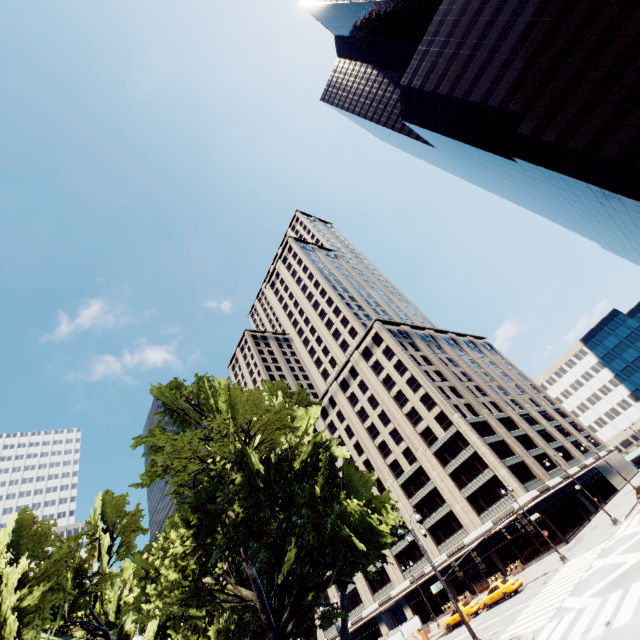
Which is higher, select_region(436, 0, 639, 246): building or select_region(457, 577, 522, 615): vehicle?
select_region(436, 0, 639, 246): building

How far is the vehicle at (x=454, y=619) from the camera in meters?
35.1 m

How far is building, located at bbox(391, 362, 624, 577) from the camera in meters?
45.0 m

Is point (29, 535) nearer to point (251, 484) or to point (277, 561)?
point (251, 484)

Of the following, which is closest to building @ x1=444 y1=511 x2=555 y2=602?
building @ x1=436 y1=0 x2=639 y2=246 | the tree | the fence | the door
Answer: the door

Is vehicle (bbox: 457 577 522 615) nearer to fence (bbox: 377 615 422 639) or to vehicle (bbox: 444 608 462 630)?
vehicle (bbox: 444 608 462 630)

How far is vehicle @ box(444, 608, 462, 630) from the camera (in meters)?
35.12

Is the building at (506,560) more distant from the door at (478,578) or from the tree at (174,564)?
the tree at (174,564)
